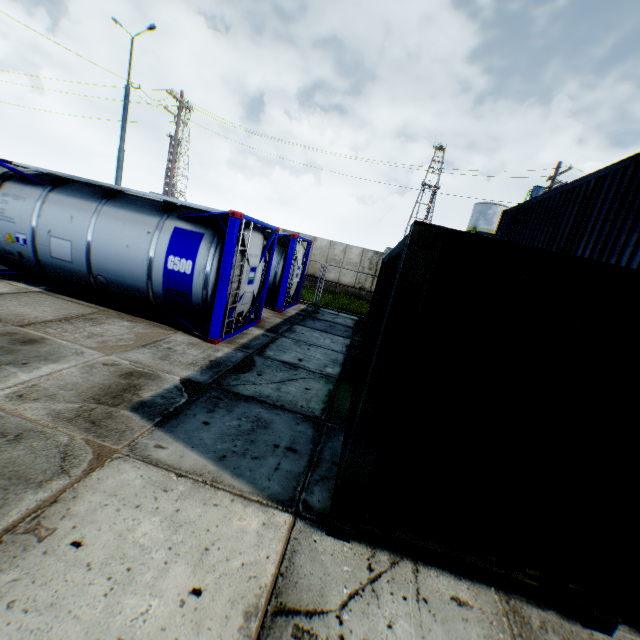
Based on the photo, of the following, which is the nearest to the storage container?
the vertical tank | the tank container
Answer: the tank container

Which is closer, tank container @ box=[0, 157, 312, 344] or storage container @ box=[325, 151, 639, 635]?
storage container @ box=[325, 151, 639, 635]

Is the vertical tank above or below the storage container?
above

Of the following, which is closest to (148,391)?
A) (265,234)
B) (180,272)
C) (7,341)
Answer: (7,341)

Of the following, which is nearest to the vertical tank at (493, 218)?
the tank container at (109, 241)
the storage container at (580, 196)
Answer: the storage container at (580, 196)

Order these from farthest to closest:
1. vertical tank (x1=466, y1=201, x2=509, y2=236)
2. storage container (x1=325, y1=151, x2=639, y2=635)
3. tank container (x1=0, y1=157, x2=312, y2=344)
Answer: vertical tank (x1=466, y1=201, x2=509, y2=236) → tank container (x1=0, y1=157, x2=312, y2=344) → storage container (x1=325, y1=151, x2=639, y2=635)

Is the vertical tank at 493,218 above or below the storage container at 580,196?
above
